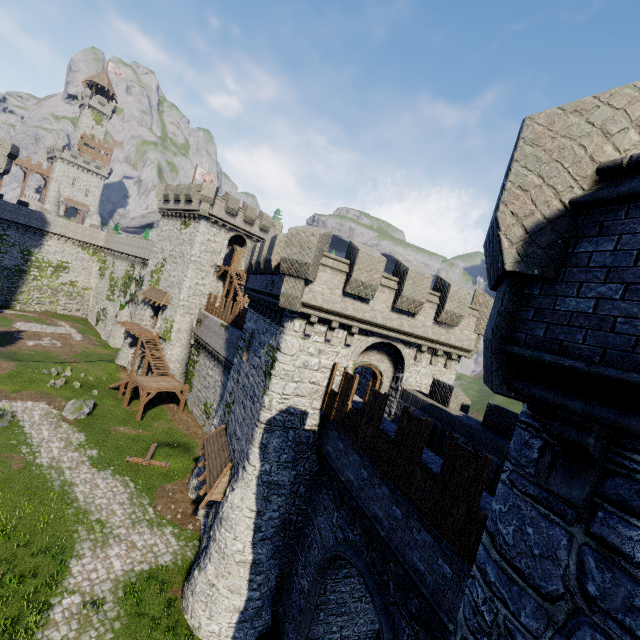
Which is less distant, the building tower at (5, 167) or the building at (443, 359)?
the building at (443, 359)

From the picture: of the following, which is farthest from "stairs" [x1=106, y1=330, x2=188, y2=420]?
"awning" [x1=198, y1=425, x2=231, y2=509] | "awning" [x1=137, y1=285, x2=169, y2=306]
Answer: "awning" [x1=198, y1=425, x2=231, y2=509]

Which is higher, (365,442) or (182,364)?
(365,442)

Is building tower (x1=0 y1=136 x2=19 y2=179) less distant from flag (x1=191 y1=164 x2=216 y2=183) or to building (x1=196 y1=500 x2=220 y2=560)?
flag (x1=191 y1=164 x2=216 y2=183)

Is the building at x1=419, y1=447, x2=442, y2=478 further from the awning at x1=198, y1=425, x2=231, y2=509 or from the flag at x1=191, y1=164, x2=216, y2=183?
the flag at x1=191, y1=164, x2=216, y2=183

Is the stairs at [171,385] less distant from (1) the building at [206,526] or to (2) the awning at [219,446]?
(1) the building at [206,526]

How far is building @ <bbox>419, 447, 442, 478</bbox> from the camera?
8.4 meters

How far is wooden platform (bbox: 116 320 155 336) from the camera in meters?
35.1 m
